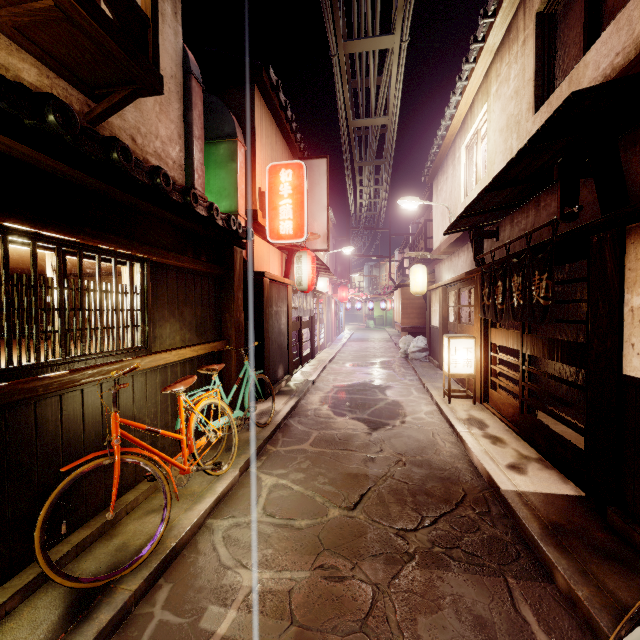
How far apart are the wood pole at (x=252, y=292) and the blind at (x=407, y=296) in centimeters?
1421cm

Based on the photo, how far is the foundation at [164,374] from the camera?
6.4 meters

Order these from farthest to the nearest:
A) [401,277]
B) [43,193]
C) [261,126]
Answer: [401,277] < [261,126] < [43,193]

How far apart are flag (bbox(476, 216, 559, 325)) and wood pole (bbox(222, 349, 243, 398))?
8.27m

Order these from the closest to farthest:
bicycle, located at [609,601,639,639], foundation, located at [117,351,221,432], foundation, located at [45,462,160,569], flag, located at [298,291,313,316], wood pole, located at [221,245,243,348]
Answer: bicycle, located at [609,601,639,639], foundation, located at [45,462,160,569], foundation, located at [117,351,221,432], wood pole, located at [221,245,243,348], flag, located at [298,291,313,316]

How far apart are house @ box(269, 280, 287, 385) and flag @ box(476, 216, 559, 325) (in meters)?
8.57

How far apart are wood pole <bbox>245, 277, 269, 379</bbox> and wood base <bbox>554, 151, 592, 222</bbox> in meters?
9.9

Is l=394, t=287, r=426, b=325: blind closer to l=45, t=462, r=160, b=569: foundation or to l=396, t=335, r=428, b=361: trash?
l=396, t=335, r=428, b=361: trash
